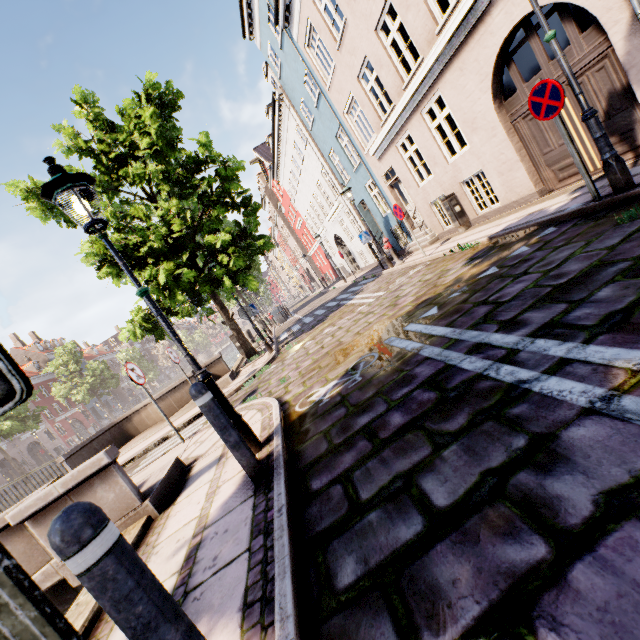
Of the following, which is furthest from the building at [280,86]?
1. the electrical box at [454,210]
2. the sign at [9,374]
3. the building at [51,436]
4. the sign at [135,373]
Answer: the building at [51,436]

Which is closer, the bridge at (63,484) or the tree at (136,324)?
the bridge at (63,484)

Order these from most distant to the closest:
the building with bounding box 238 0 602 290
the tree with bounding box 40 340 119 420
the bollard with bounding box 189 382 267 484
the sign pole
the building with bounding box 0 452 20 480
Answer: the tree with bounding box 40 340 119 420 < the building with bounding box 0 452 20 480 < the building with bounding box 238 0 602 290 < the bollard with bounding box 189 382 267 484 < the sign pole

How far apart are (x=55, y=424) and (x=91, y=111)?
47.17m

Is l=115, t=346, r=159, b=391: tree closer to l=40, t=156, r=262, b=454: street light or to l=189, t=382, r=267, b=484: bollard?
l=40, t=156, r=262, b=454: street light

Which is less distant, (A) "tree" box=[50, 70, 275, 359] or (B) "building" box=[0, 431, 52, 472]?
(A) "tree" box=[50, 70, 275, 359]

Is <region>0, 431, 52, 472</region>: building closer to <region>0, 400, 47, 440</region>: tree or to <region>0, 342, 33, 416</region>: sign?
<region>0, 400, 47, 440</region>: tree

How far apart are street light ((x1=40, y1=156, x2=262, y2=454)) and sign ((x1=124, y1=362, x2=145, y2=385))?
3.2 meters
